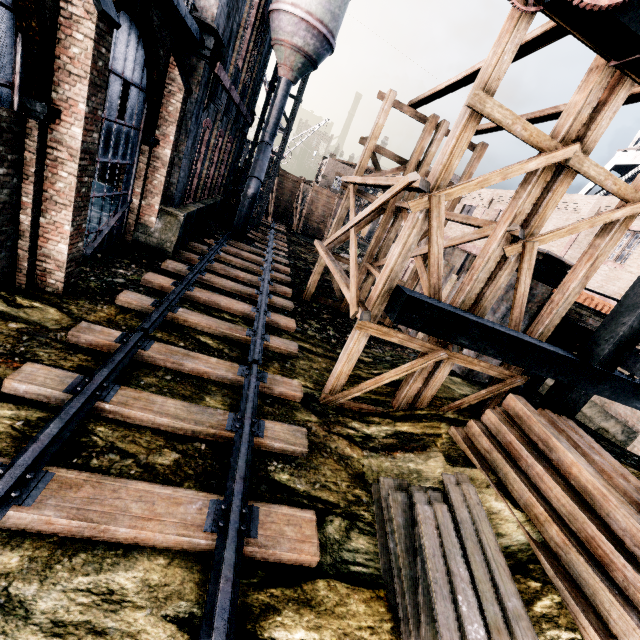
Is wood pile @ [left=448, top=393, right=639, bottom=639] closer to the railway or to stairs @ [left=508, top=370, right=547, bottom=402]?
stairs @ [left=508, top=370, right=547, bottom=402]

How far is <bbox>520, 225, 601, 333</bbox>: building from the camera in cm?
1063

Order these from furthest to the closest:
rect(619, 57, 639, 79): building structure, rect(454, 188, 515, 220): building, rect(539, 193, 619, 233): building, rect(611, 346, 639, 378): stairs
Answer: rect(454, 188, 515, 220): building < rect(539, 193, 619, 233): building < rect(611, 346, 639, 378): stairs < rect(619, 57, 639, 79): building structure

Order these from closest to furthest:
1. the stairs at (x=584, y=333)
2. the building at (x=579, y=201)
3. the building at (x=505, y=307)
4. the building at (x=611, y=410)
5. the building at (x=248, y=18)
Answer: the building at (x=248, y=18) → the stairs at (x=584, y=333) → the building at (x=505, y=307) → the building at (x=611, y=410) → the building at (x=579, y=201)

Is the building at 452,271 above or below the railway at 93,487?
above

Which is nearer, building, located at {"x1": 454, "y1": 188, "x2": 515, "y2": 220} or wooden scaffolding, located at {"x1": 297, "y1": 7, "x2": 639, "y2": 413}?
wooden scaffolding, located at {"x1": 297, "y1": 7, "x2": 639, "y2": 413}

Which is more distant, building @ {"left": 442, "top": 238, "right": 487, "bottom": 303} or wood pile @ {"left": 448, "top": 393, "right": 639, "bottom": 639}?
building @ {"left": 442, "top": 238, "right": 487, "bottom": 303}

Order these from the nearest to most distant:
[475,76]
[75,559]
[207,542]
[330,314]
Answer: [75,559], [207,542], [475,76], [330,314]
